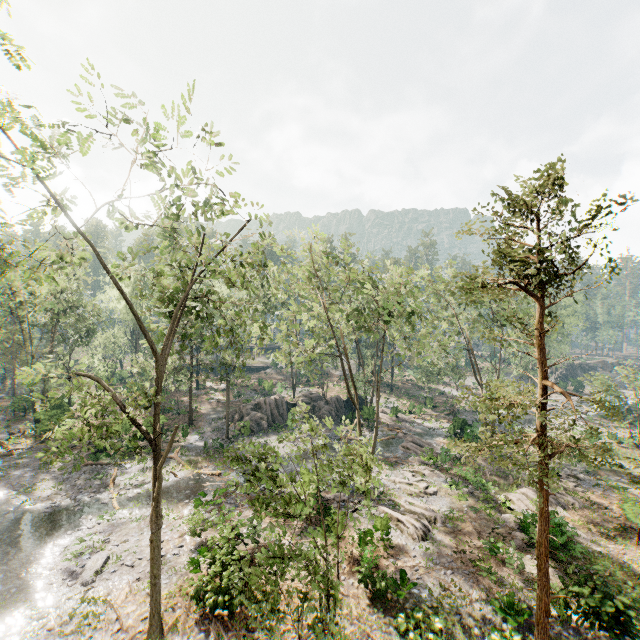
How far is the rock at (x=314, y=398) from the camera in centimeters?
3616cm

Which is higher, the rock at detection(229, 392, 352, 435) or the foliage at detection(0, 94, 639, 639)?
the foliage at detection(0, 94, 639, 639)

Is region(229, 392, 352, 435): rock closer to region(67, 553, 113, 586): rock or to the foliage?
the foliage

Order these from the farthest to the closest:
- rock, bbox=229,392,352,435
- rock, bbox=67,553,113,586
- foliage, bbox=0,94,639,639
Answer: rock, bbox=229,392,352,435 → rock, bbox=67,553,113,586 → foliage, bbox=0,94,639,639

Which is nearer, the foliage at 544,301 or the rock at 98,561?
the foliage at 544,301

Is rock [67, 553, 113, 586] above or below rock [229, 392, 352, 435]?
below

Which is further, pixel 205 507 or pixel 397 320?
pixel 397 320

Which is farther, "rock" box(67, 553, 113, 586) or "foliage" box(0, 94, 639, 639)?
"rock" box(67, 553, 113, 586)
